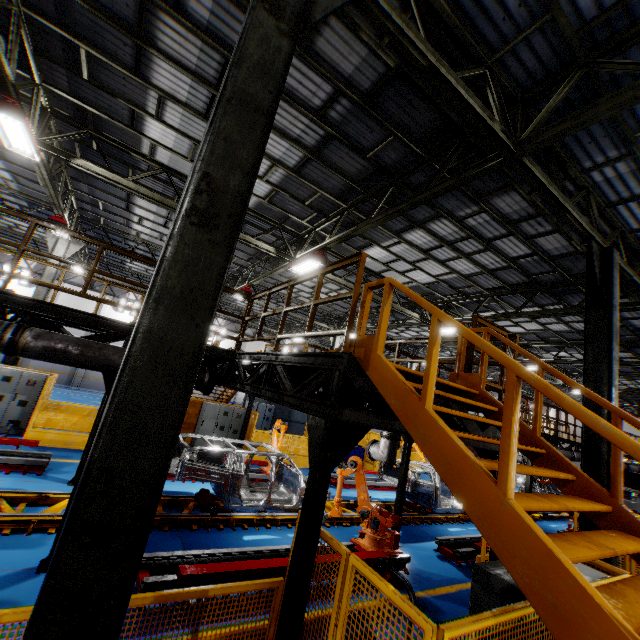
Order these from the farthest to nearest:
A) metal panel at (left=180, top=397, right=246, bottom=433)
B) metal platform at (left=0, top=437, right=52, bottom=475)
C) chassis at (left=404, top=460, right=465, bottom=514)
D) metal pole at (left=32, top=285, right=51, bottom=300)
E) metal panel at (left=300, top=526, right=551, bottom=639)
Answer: metal panel at (left=180, top=397, right=246, bottom=433)
metal pole at (left=32, top=285, right=51, bottom=300)
chassis at (left=404, top=460, right=465, bottom=514)
metal platform at (left=0, top=437, right=52, bottom=475)
metal panel at (left=300, top=526, right=551, bottom=639)

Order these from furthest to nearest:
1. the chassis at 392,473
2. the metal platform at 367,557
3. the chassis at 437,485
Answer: the chassis at 392,473, the chassis at 437,485, the metal platform at 367,557

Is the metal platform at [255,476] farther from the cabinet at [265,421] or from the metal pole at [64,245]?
the cabinet at [265,421]

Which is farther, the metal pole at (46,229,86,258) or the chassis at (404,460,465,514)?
the metal pole at (46,229,86,258)

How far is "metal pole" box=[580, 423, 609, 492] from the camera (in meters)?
5.85

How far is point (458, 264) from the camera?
11.5 meters

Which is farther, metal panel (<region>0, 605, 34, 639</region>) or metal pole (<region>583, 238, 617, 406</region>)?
metal pole (<region>583, 238, 617, 406</region>)

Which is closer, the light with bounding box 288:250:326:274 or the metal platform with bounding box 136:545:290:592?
the metal platform with bounding box 136:545:290:592
